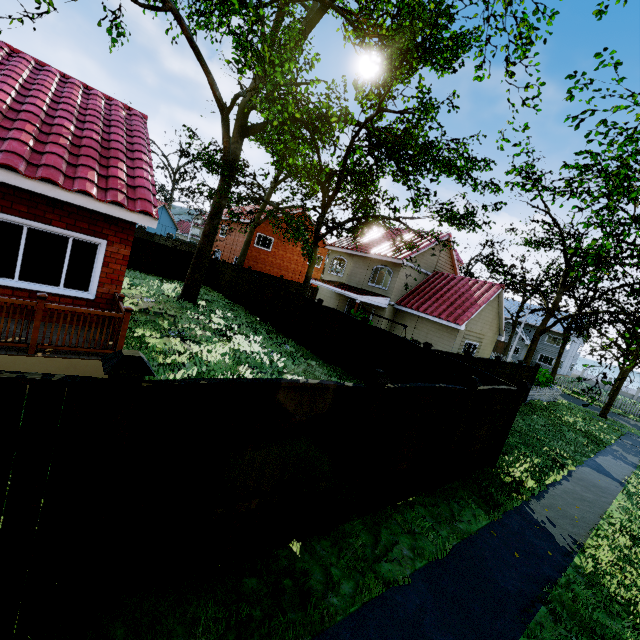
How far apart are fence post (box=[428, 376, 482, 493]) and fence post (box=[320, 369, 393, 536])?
2.7m

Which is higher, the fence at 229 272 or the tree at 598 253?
the tree at 598 253

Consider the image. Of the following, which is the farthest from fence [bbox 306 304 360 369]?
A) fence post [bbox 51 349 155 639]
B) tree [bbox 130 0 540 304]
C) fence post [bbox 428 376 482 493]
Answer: tree [bbox 130 0 540 304]

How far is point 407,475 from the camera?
5.9m

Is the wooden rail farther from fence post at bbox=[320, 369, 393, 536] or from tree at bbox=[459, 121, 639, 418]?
tree at bbox=[459, 121, 639, 418]

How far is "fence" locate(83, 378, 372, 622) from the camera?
2.8m

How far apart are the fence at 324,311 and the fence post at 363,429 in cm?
A: 842

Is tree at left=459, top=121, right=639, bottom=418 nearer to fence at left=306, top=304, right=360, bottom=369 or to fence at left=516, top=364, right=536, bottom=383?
fence at left=516, top=364, right=536, bottom=383
